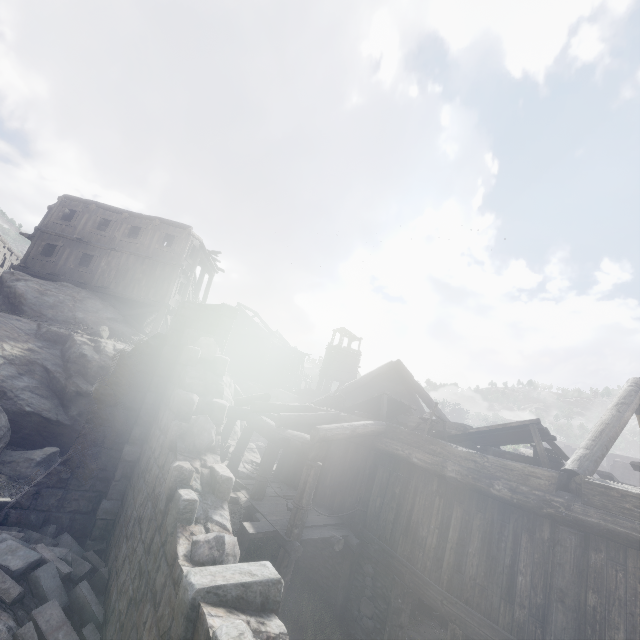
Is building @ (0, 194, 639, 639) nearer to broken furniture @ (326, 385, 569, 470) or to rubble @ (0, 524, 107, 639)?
rubble @ (0, 524, 107, 639)

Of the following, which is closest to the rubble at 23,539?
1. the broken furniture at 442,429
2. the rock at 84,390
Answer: the rock at 84,390

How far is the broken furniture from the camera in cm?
737

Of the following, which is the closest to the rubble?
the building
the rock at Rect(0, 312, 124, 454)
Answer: the building

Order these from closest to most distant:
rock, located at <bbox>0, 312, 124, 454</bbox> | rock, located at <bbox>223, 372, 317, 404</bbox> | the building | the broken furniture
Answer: the building < the broken furniture < rock, located at <bbox>0, 312, 124, 454</bbox> < rock, located at <bbox>223, 372, 317, 404</bbox>

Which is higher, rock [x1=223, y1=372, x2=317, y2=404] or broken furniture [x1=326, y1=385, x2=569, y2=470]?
broken furniture [x1=326, y1=385, x2=569, y2=470]

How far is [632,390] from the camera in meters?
8.5 m

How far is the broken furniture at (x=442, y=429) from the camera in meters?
7.4 m
